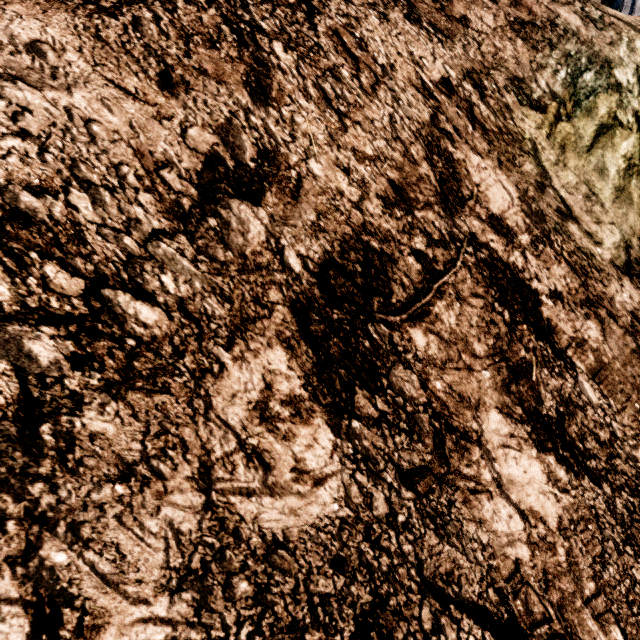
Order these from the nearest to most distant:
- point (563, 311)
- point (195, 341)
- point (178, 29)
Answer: point (195, 341)
point (178, 29)
point (563, 311)
